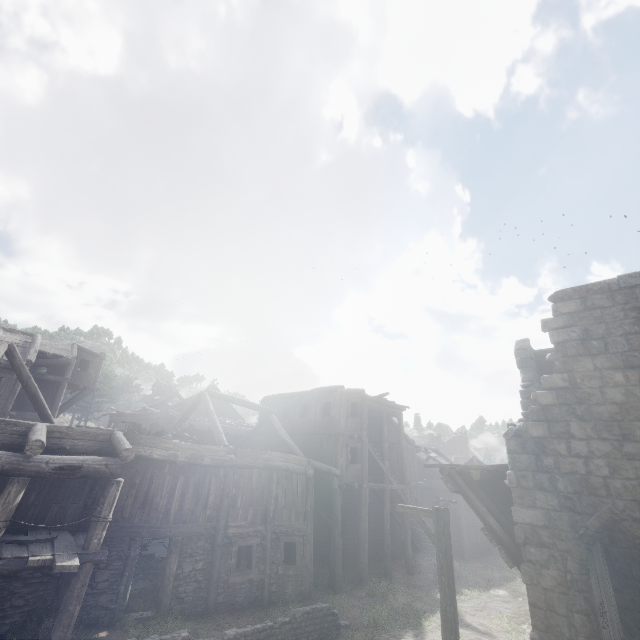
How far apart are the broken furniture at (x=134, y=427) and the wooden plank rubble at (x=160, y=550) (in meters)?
4.77

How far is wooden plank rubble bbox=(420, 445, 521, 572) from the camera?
8.5 meters

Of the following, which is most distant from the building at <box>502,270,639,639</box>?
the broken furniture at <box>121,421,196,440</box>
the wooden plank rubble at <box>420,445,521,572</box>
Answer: the broken furniture at <box>121,421,196,440</box>

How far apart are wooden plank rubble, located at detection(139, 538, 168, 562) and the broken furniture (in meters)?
4.77

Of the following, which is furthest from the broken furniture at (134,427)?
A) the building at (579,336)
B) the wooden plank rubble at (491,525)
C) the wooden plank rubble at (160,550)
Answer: the wooden plank rubble at (491,525)

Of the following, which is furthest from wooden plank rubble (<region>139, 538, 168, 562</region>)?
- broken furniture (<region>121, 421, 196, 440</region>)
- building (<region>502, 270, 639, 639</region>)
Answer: broken furniture (<region>121, 421, 196, 440</region>)

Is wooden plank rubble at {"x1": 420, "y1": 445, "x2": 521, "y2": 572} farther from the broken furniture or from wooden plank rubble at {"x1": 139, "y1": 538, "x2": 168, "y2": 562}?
wooden plank rubble at {"x1": 139, "y1": 538, "x2": 168, "y2": 562}

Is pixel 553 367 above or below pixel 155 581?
above
